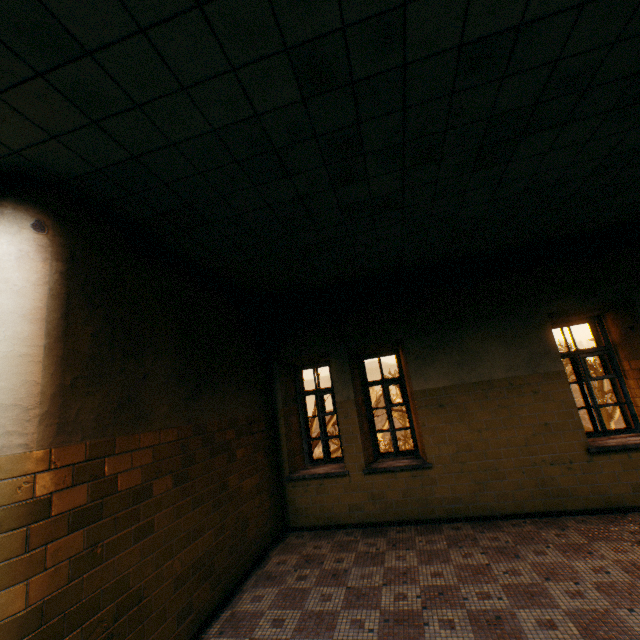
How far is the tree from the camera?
17.2m

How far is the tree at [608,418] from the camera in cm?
1722

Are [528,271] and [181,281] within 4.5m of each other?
no
